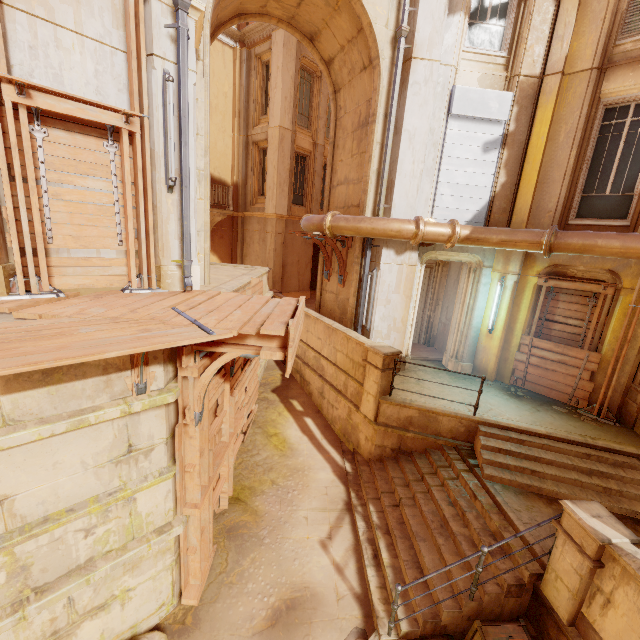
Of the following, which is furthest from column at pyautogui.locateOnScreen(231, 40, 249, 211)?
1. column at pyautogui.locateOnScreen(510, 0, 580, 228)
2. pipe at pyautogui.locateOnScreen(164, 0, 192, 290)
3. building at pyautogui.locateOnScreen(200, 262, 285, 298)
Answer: column at pyautogui.locateOnScreen(510, 0, 580, 228)

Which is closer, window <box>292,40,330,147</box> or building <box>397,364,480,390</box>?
building <box>397,364,480,390</box>

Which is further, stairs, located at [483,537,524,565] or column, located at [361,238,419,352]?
column, located at [361,238,419,352]

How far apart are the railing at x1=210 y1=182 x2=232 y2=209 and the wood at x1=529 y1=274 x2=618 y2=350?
13.03m

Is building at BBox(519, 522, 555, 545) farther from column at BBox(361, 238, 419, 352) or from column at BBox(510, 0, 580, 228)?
column at BBox(510, 0, 580, 228)

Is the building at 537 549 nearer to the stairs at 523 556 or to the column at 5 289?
the stairs at 523 556

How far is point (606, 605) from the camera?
3.82m

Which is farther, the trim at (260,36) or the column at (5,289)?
the trim at (260,36)
